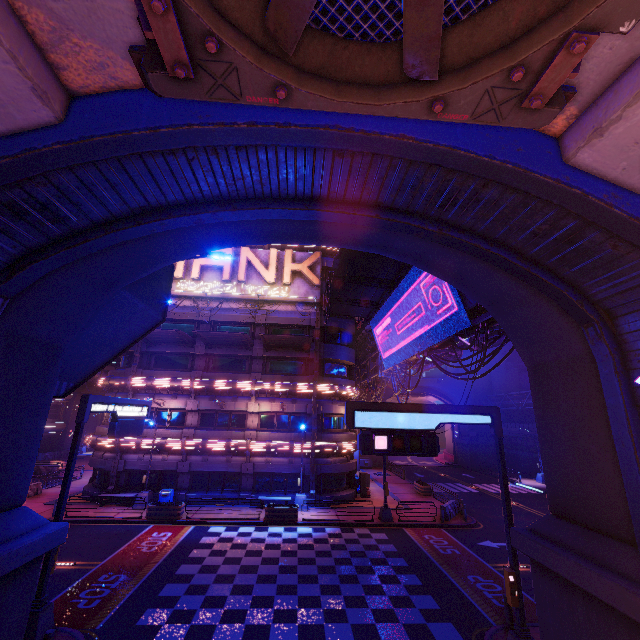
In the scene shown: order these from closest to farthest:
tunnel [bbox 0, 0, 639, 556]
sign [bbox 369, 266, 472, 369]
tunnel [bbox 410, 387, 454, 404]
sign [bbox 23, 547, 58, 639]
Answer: tunnel [bbox 0, 0, 639, 556]
sign [bbox 23, 547, 58, 639]
sign [bbox 369, 266, 472, 369]
tunnel [bbox 410, 387, 454, 404]

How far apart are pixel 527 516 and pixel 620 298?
26.14m

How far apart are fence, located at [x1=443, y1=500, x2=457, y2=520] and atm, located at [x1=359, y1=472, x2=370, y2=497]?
6.5 meters

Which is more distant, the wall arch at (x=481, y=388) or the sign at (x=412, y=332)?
the wall arch at (x=481, y=388)

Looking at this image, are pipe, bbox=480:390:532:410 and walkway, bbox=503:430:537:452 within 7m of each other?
yes

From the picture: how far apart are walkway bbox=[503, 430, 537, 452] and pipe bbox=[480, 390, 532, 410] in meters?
2.8

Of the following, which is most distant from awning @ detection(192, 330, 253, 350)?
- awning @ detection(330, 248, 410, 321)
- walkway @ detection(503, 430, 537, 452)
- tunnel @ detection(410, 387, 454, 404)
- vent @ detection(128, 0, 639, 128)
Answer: walkway @ detection(503, 430, 537, 452)

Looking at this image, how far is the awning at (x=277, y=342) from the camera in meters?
24.7
